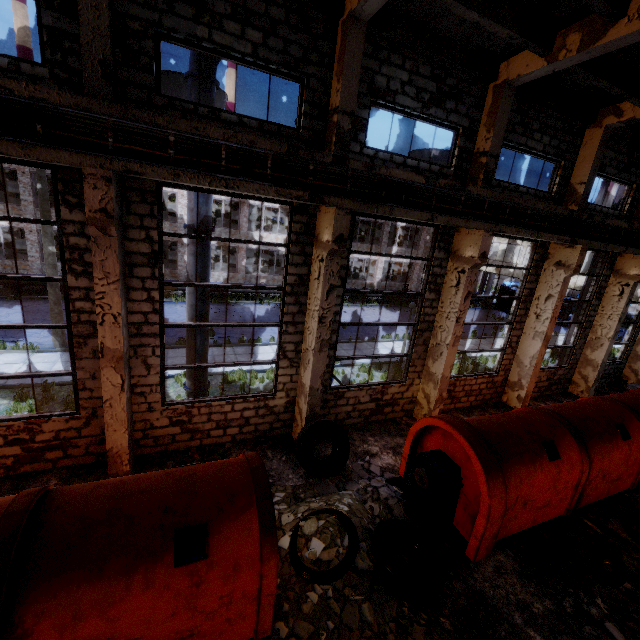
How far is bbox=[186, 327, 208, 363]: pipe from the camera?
8.57m

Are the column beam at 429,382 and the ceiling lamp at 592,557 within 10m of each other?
yes

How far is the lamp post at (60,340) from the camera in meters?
13.8 m

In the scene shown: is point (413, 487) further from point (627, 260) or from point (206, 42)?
point (627, 260)

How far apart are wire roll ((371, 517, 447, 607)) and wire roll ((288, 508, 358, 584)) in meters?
0.4

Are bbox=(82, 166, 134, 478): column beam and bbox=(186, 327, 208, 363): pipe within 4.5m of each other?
yes

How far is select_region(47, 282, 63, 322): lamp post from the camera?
13.3 meters
